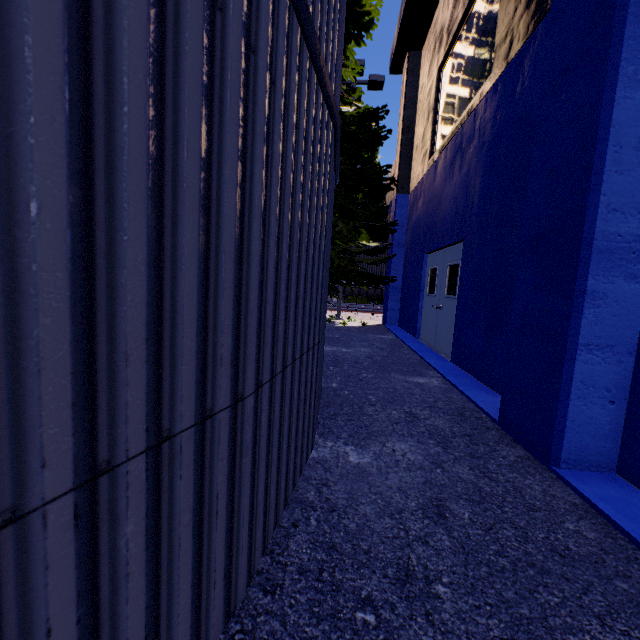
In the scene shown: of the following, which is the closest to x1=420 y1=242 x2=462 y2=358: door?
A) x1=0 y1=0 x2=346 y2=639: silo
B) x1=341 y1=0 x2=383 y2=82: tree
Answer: x1=341 y1=0 x2=383 y2=82: tree

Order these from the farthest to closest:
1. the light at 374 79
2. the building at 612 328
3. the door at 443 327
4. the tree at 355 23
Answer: the light at 374 79
the tree at 355 23
the door at 443 327
the building at 612 328

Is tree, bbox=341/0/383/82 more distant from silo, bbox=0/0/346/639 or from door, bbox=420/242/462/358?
door, bbox=420/242/462/358

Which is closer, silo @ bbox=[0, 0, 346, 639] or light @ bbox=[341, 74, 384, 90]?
silo @ bbox=[0, 0, 346, 639]

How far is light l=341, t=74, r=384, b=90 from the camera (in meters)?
12.91

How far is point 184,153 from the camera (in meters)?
0.91

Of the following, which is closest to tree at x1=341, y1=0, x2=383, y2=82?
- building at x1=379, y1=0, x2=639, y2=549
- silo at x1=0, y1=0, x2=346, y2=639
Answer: silo at x1=0, y1=0, x2=346, y2=639

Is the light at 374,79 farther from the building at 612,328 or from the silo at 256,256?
the silo at 256,256
